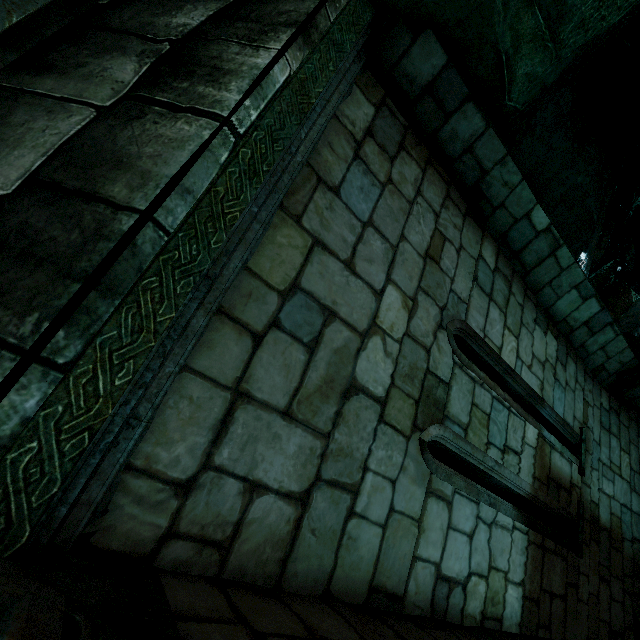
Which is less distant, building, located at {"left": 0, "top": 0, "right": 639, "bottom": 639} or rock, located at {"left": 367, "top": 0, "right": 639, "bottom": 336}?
building, located at {"left": 0, "top": 0, "right": 639, "bottom": 639}

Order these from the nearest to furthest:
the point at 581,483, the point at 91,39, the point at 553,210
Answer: the point at 91,39 → the point at 581,483 → the point at 553,210

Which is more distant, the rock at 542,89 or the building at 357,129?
the rock at 542,89
